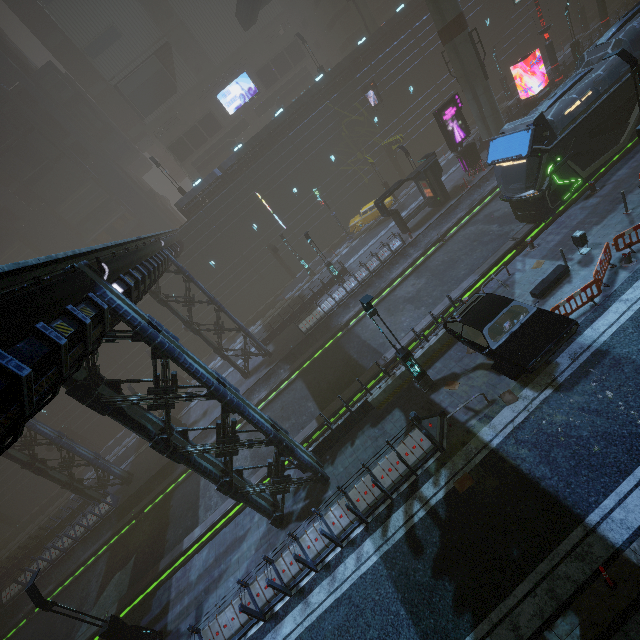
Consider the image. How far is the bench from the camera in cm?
1338

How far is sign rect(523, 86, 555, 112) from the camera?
27.2m

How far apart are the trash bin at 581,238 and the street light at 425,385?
8.4m

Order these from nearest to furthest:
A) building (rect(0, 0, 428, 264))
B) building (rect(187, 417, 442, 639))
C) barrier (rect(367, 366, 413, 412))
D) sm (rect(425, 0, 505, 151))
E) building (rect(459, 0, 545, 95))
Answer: building (rect(187, 417, 442, 639))
barrier (rect(367, 366, 413, 412))
sm (rect(425, 0, 505, 151))
building (rect(0, 0, 428, 264))
building (rect(459, 0, 545, 95))

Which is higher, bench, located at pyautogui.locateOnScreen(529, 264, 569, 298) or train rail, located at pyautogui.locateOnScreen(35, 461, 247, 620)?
bench, located at pyautogui.locateOnScreen(529, 264, 569, 298)

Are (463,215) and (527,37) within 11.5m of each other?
no

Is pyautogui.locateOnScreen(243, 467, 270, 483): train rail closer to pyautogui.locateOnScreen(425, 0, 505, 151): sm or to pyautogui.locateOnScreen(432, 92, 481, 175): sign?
pyautogui.locateOnScreen(425, 0, 505, 151): sm

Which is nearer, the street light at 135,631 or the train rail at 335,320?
the street light at 135,631
